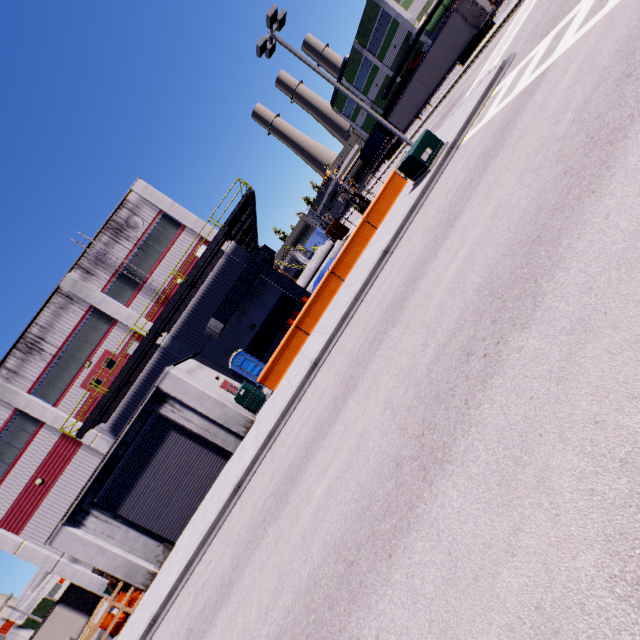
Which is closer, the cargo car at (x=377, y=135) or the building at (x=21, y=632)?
the building at (x=21, y=632)

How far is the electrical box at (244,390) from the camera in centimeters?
1623cm

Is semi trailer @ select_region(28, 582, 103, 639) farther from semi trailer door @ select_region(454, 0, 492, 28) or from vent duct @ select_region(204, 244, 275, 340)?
vent duct @ select_region(204, 244, 275, 340)

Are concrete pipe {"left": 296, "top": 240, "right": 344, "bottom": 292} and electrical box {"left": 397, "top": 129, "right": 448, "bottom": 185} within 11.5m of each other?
no

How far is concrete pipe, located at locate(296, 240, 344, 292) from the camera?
28.0 meters

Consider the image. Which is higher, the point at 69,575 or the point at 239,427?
the point at 69,575

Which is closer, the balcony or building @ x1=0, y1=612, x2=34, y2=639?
the balcony

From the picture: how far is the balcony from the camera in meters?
18.9 m
